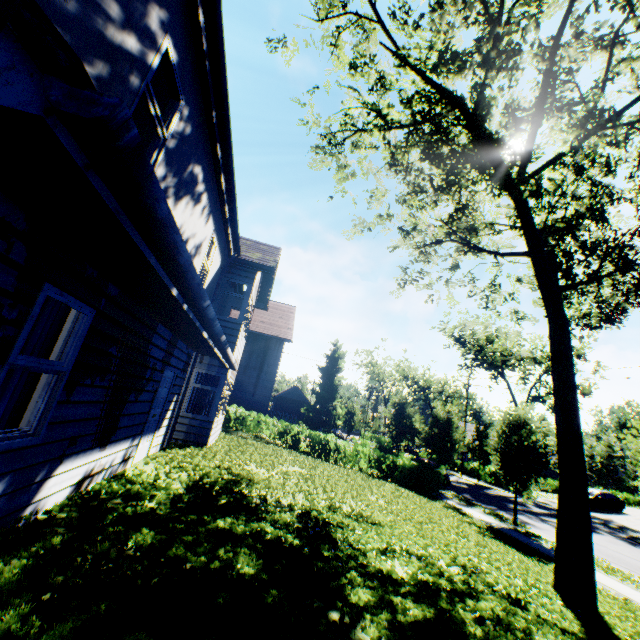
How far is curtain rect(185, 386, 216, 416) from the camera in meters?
Answer: 11.0 m

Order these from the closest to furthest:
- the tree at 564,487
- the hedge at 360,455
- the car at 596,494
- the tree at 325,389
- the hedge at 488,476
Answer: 1. the tree at 564,487
2. the hedge at 360,455
3. the car at 596,494
4. the hedge at 488,476
5. the tree at 325,389

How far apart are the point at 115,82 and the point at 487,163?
13.3 meters

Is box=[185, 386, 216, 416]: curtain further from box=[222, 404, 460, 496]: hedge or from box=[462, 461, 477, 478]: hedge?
box=[462, 461, 477, 478]: hedge

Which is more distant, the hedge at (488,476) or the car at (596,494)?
the hedge at (488,476)

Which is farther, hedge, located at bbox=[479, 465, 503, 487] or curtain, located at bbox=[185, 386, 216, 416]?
hedge, located at bbox=[479, 465, 503, 487]

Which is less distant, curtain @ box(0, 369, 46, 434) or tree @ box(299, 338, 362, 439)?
curtain @ box(0, 369, 46, 434)

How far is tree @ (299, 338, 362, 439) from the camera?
44.9m
